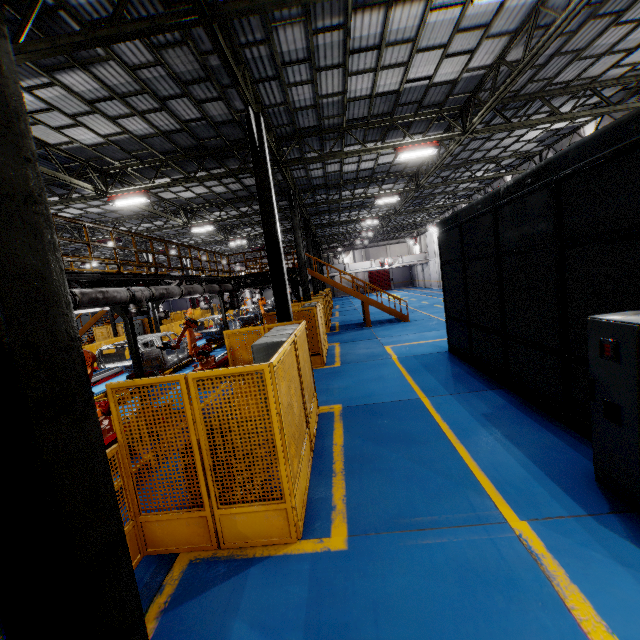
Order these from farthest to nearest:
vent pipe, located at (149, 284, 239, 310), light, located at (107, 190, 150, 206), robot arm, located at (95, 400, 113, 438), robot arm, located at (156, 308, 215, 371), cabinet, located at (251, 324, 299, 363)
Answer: light, located at (107, 190, 150, 206) < robot arm, located at (156, 308, 215, 371) < vent pipe, located at (149, 284, 239, 310) < robot arm, located at (95, 400, 113, 438) < cabinet, located at (251, 324, 299, 363)

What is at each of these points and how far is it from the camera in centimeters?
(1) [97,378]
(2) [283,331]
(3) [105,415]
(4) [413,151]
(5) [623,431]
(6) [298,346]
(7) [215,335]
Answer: (1) metal platform, 1393cm
(2) cabinet, 651cm
(3) robot arm, 667cm
(4) light, 1274cm
(5) cabinet, 364cm
(6) metal panel, 607cm
(7) chassis, 2123cm

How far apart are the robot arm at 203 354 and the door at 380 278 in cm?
4779

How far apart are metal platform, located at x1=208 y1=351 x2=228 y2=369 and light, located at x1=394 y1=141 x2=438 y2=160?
10.5 meters

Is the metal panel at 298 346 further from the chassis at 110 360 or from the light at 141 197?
the light at 141 197

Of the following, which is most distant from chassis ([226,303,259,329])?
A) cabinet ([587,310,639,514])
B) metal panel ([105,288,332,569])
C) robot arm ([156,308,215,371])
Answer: cabinet ([587,310,639,514])

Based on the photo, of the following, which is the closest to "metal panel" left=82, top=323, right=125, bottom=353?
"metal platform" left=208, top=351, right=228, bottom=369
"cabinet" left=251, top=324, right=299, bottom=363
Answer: "cabinet" left=251, top=324, right=299, bottom=363

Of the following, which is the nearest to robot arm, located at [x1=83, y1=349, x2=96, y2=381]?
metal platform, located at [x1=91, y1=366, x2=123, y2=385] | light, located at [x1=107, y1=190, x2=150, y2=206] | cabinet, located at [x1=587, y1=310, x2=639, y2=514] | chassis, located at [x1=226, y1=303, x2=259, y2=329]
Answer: chassis, located at [x1=226, y1=303, x2=259, y2=329]
